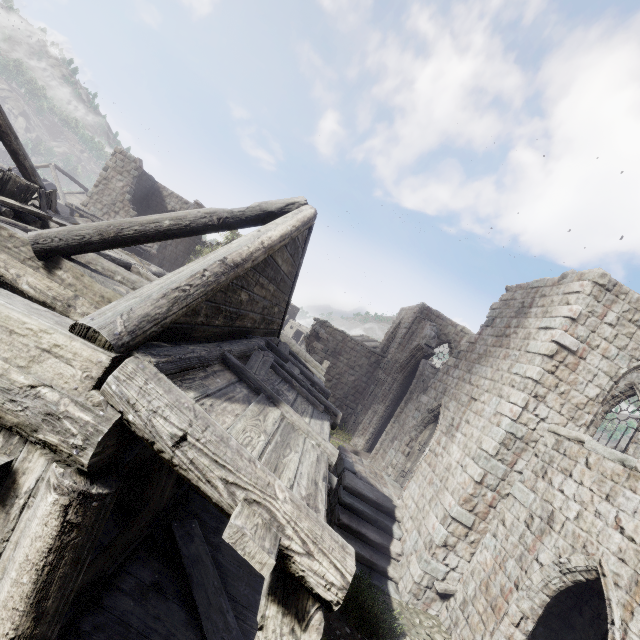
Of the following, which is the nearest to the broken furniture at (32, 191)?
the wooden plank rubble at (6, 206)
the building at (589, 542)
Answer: the wooden plank rubble at (6, 206)

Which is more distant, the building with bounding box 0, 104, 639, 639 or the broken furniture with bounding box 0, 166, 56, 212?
the broken furniture with bounding box 0, 166, 56, 212

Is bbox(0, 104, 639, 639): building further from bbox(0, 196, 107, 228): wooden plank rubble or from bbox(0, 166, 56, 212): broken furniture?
bbox(0, 166, 56, 212): broken furniture

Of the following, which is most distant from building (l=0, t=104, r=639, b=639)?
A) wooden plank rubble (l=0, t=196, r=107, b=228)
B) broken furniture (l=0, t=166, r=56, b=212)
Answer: broken furniture (l=0, t=166, r=56, b=212)

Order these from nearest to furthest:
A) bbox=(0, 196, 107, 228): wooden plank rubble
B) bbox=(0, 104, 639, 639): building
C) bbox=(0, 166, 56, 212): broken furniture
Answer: bbox=(0, 104, 639, 639): building < bbox=(0, 196, 107, 228): wooden plank rubble < bbox=(0, 166, 56, 212): broken furniture

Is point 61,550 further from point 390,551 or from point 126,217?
point 126,217
